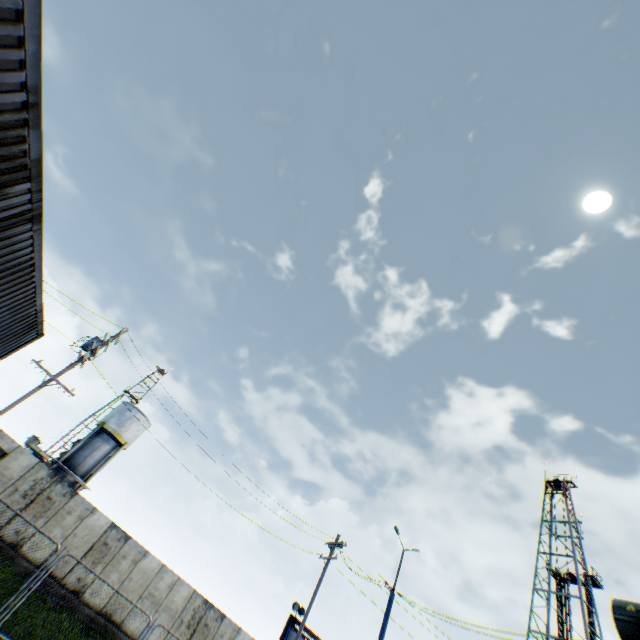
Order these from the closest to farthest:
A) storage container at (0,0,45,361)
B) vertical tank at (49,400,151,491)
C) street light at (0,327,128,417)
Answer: storage container at (0,0,45,361) → street light at (0,327,128,417) → vertical tank at (49,400,151,491)

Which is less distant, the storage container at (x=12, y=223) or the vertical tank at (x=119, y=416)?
the storage container at (x=12, y=223)

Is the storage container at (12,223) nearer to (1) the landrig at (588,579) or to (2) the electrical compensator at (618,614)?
(2) the electrical compensator at (618,614)

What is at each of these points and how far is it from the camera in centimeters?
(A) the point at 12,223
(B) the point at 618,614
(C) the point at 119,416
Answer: (A) storage container, 603cm
(B) electrical compensator, 686cm
(C) vertical tank, 3394cm

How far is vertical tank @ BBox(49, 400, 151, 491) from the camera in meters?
30.2

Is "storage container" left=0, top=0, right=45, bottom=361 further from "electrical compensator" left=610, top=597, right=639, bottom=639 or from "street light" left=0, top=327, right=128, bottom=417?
"electrical compensator" left=610, top=597, right=639, bottom=639

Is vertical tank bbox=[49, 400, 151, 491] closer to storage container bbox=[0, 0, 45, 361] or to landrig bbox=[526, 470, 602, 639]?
storage container bbox=[0, 0, 45, 361]

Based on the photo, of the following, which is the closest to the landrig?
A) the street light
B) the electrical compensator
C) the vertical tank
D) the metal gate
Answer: the metal gate
